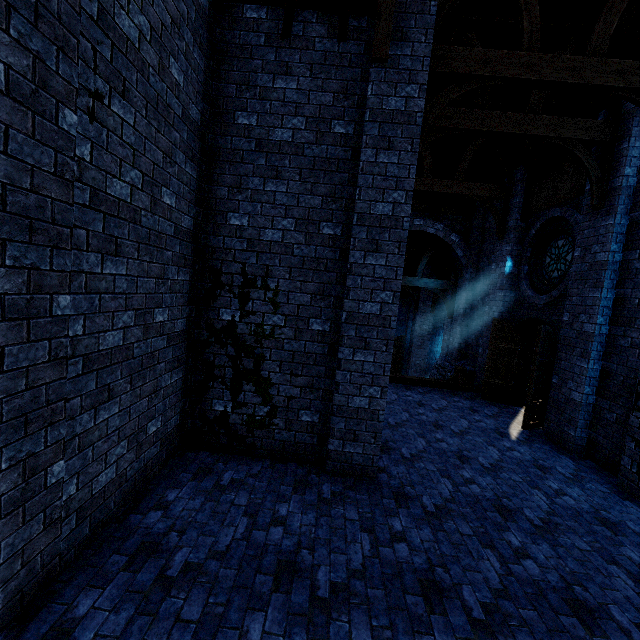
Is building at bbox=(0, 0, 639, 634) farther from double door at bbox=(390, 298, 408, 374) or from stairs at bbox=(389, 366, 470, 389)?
stairs at bbox=(389, 366, 470, 389)

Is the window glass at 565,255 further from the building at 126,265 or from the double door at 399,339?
the double door at 399,339

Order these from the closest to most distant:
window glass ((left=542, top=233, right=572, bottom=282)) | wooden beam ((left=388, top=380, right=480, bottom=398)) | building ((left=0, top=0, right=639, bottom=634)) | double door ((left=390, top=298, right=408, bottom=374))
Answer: building ((left=0, top=0, right=639, bottom=634))
window glass ((left=542, top=233, right=572, bottom=282))
wooden beam ((left=388, top=380, right=480, bottom=398))
double door ((left=390, top=298, right=408, bottom=374))

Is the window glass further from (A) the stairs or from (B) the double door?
(B) the double door

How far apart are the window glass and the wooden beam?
4.2m

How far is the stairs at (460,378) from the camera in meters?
10.8 m

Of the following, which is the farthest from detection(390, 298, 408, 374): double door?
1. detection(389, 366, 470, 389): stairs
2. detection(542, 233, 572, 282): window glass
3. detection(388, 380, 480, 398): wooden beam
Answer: detection(542, 233, 572, 282): window glass

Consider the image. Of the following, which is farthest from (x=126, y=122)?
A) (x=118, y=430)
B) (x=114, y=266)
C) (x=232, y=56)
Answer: (x=118, y=430)
